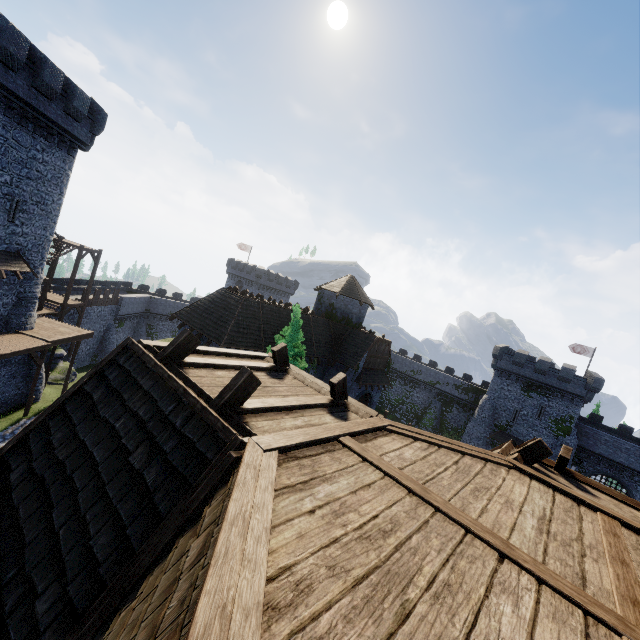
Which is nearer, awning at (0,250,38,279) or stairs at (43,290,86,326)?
awning at (0,250,38,279)

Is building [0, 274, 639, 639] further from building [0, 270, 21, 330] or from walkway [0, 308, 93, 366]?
building [0, 270, 21, 330]

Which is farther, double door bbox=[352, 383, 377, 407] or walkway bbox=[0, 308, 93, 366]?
double door bbox=[352, 383, 377, 407]

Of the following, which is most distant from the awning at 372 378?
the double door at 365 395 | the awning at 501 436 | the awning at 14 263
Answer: the awning at 14 263

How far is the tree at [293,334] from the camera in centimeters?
2060cm

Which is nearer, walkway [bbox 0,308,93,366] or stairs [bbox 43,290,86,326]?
walkway [bbox 0,308,93,366]

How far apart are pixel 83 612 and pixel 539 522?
4.50m

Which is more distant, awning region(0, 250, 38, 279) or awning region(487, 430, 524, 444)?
awning region(487, 430, 524, 444)
